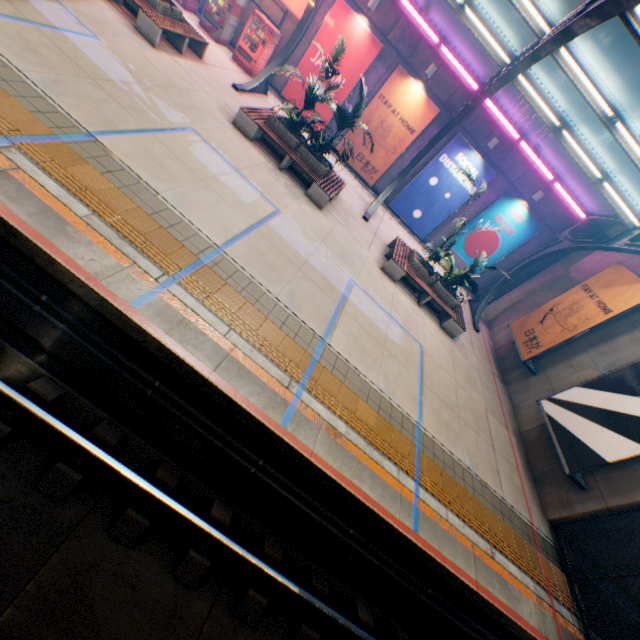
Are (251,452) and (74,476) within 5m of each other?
yes

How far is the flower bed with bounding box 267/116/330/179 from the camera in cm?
1072

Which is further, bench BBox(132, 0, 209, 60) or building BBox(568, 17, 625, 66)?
building BBox(568, 17, 625, 66)

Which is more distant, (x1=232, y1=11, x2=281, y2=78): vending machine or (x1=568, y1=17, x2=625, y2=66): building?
(x1=568, y1=17, x2=625, y2=66): building

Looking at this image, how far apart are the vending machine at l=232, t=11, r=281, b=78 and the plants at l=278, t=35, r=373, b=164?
6.53m

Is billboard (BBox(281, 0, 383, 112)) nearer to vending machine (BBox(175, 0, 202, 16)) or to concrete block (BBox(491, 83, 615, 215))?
concrete block (BBox(491, 83, 615, 215))

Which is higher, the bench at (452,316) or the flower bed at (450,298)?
the flower bed at (450,298)

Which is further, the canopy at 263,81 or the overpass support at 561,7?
the overpass support at 561,7
